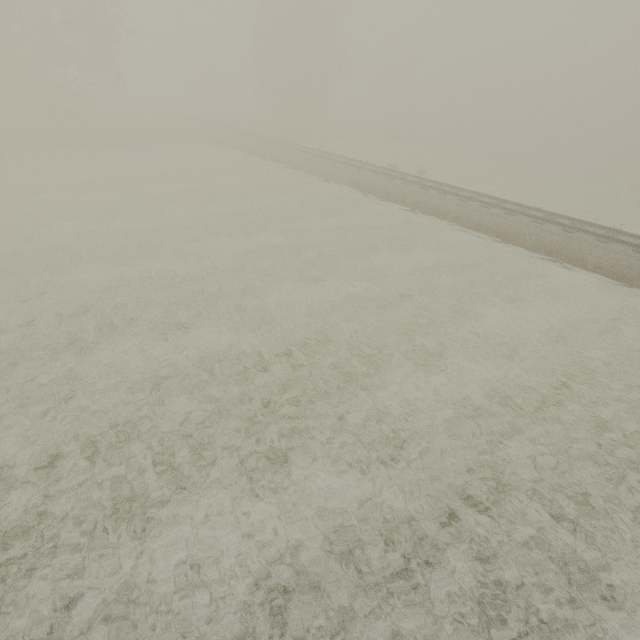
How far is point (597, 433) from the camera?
7.5 meters

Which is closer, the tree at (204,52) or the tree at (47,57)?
the tree at (47,57)

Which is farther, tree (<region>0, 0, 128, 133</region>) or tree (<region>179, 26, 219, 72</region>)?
tree (<region>179, 26, 219, 72</region>)

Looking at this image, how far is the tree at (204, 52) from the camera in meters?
58.0 m

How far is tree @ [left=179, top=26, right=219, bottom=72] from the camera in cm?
5803
